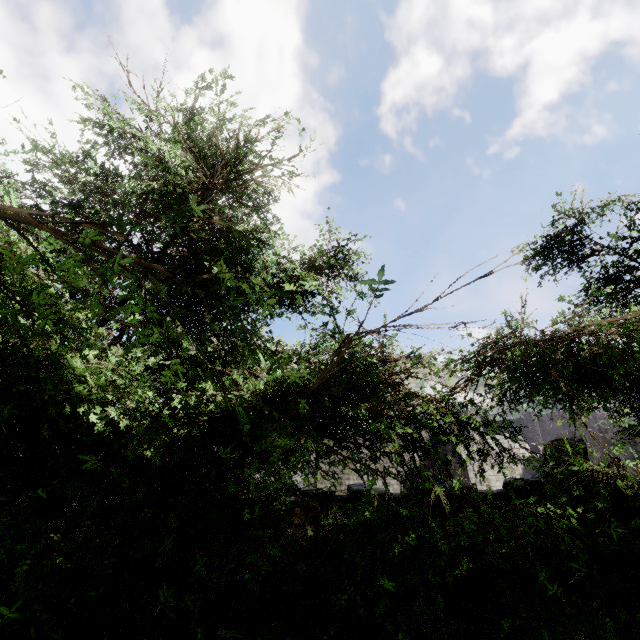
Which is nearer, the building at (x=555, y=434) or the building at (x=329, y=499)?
the building at (x=329, y=499)

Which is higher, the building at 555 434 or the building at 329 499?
the building at 555 434

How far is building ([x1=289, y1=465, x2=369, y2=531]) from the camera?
7.9m

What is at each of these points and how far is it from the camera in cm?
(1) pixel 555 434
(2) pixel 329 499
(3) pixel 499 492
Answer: (1) building, 3469
(2) building, 798
(3) building, 857

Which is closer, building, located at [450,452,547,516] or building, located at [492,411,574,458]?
building, located at [450,452,547,516]
